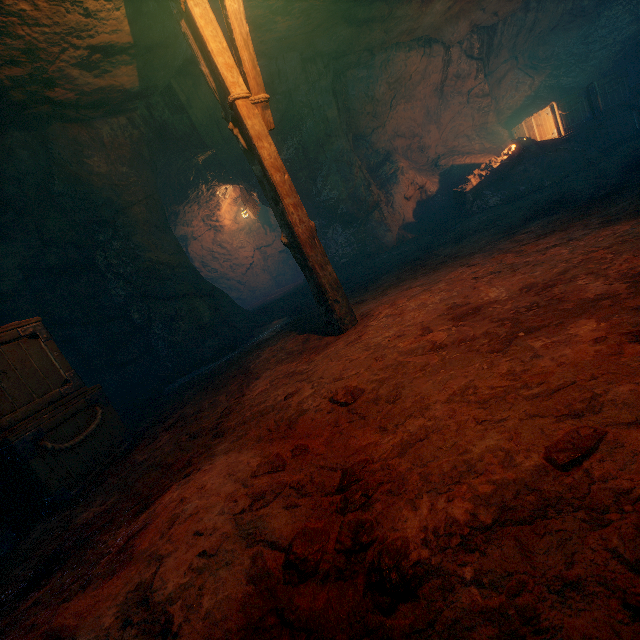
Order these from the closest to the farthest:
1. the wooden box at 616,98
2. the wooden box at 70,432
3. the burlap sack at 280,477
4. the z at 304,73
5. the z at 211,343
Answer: the burlap sack at 280,477
the wooden box at 70,432
the z at 211,343
the z at 304,73
the wooden box at 616,98

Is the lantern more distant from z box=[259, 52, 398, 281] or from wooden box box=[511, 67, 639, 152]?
wooden box box=[511, 67, 639, 152]

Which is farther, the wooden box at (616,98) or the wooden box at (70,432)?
the wooden box at (616,98)

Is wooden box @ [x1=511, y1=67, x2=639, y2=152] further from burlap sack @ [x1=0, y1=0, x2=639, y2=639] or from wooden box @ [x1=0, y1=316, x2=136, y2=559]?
wooden box @ [x1=0, y1=316, x2=136, y2=559]

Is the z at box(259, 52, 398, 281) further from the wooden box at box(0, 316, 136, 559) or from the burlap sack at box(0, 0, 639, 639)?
the wooden box at box(0, 316, 136, 559)

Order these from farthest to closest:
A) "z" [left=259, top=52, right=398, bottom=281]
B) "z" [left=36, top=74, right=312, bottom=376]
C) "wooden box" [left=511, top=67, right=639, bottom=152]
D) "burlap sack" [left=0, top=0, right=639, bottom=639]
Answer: "wooden box" [left=511, top=67, right=639, bottom=152]
"z" [left=259, top=52, right=398, bottom=281]
"z" [left=36, top=74, right=312, bottom=376]
"burlap sack" [left=0, top=0, right=639, bottom=639]

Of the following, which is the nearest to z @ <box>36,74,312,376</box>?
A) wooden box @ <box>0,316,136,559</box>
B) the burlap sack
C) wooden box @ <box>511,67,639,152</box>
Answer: the burlap sack

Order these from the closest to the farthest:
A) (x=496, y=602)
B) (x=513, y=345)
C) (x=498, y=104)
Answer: (x=496, y=602) < (x=513, y=345) < (x=498, y=104)
